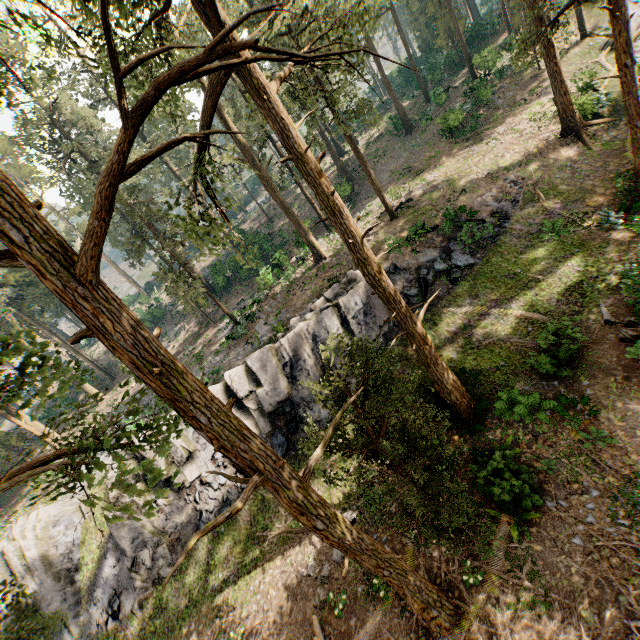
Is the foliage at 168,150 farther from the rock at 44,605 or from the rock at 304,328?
the rock at 304,328

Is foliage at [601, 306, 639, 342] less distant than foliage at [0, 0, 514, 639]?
No

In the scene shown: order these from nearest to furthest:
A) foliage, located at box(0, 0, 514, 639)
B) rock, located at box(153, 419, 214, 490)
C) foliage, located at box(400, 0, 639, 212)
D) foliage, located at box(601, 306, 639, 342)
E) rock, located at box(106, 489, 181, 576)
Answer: foliage, located at box(0, 0, 514, 639), foliage, located at box(601, 306, 639, 342), foliage, located at box(400, 0, 639, 212), rock, located at box(106, 489, 181, 576), rock, located at box(153, 419, 214, 490)

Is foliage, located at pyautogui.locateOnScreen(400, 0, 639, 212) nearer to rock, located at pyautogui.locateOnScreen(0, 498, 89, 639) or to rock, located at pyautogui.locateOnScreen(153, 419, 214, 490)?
rock, located at pyautogui.locateOnScreen(0, 498, 89, 639)

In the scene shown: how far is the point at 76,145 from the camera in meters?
31.2 m

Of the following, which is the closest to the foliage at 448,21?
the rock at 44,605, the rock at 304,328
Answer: the rock at 44,605

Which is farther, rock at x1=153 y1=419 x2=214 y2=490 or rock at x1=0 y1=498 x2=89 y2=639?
rock at x1=153 y1=419 x2=214 y2=490

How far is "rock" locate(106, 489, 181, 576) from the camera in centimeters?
1878cm
